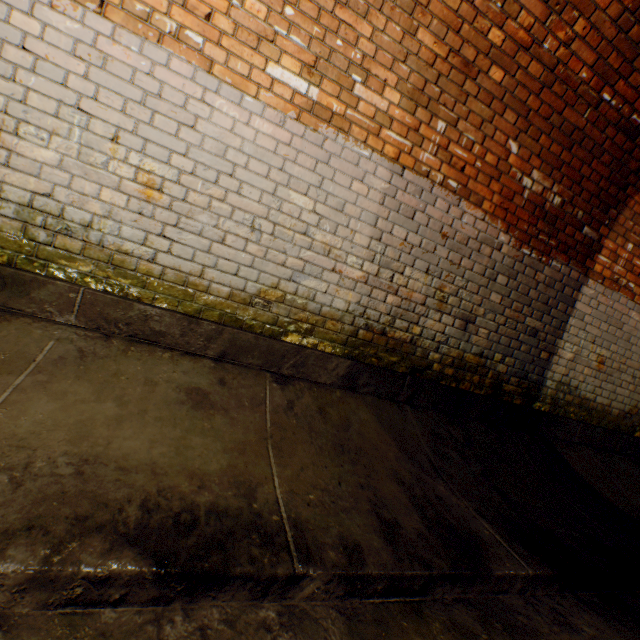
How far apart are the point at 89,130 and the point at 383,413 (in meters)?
2.75
